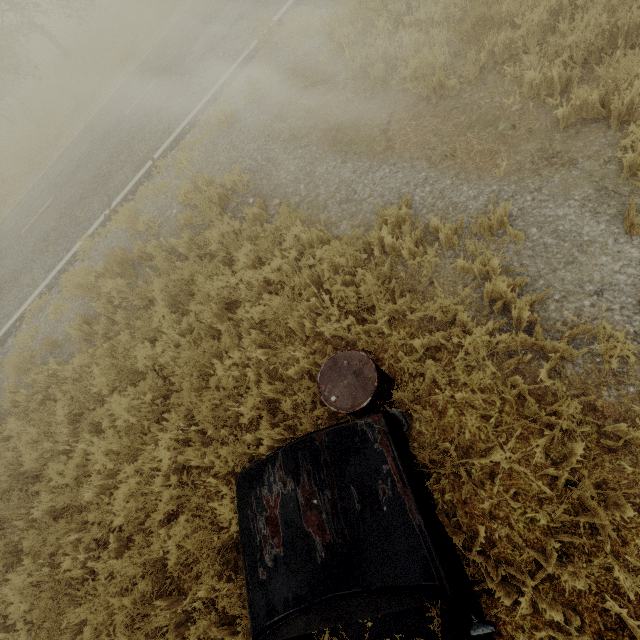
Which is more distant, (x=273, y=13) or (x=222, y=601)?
(x=273, y=13)

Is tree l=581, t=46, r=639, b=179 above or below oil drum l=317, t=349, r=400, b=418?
below

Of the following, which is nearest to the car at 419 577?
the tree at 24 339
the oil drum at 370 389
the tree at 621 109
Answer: the oil drum at 370 389

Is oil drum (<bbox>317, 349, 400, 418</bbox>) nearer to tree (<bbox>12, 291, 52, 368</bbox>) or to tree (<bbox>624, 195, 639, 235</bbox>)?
tree (<bbox>624, 195, 639, 235</bbox>)

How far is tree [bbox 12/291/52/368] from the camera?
6.4 meters

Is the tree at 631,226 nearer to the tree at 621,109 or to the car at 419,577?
the tree at 621,109

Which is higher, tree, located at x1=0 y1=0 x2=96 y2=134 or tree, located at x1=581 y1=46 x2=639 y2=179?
tree, located at x1=0 y1=0 x2=96 y2=134

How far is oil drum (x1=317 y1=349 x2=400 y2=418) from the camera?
2.8m
